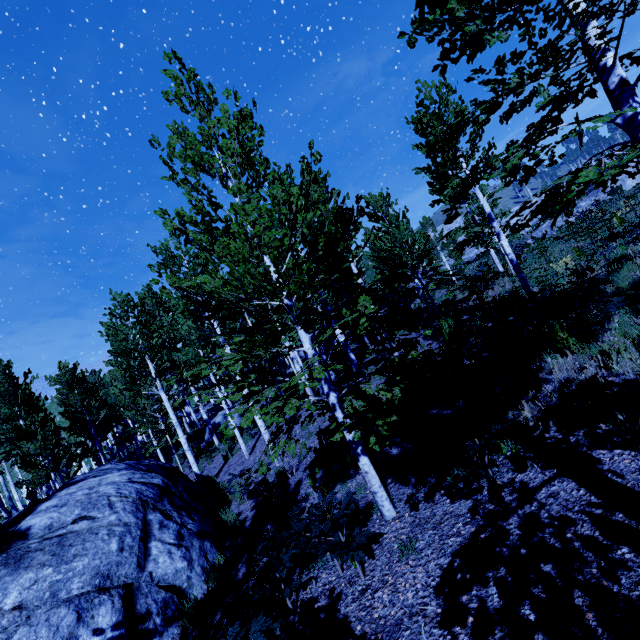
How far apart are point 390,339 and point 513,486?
2.6m

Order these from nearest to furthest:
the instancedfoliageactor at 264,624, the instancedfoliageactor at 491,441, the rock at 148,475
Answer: the instancedfoliageactor at 264,624 < the instancedfoliageactor at 491,441 < the rock at 148,475

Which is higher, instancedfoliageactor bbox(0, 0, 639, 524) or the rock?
instancedfoliageactor bbox(0, 0, 639, 524)

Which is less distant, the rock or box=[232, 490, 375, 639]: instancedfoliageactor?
box=[232, 490, 375, 639]: instancedfoliageactor

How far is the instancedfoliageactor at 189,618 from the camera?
5.82m

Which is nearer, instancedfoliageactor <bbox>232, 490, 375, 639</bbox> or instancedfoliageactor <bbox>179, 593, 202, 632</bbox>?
instancedfoliageactor <bbox>232, 490, 375, 639</bbox>

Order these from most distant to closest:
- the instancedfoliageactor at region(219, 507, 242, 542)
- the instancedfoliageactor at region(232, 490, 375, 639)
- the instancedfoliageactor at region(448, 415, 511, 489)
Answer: the instancedfoliageactor at region(219, 507, 242, 542)
the instancedfoliageactor at region(448, 415, 511, 489)
the instancedfoliageactor at region(232, 490, 375, 639)
